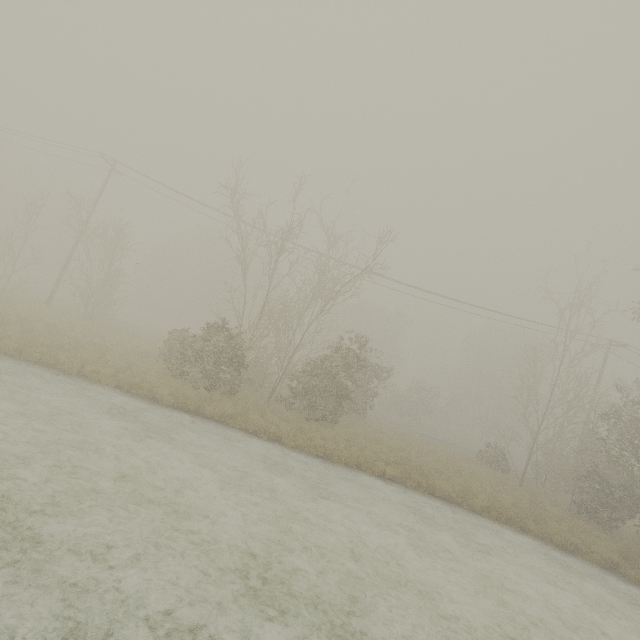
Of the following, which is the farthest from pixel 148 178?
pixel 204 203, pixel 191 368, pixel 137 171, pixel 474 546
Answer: pixel 474 546
